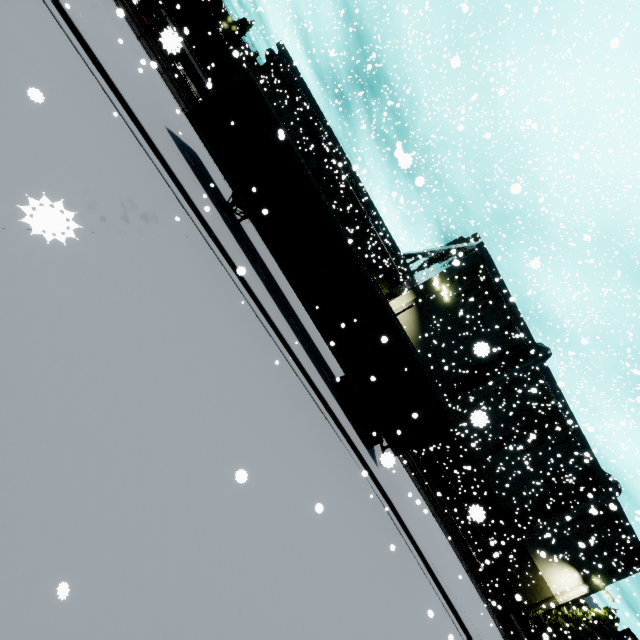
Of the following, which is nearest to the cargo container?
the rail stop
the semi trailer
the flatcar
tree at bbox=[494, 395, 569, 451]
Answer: the flatcar

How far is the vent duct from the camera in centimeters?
3067cm

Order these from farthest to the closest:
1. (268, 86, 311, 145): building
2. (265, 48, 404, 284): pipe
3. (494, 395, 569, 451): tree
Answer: (268, 86, 311, 145): building, (265, 48, 404, 284): pipe, (494, 395, 569, 451): tree

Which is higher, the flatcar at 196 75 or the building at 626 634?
the building at 626 634

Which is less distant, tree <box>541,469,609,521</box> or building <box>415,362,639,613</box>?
building <box>415,362,639,613</box>

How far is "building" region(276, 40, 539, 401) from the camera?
30.62m

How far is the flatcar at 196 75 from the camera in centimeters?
2183cm

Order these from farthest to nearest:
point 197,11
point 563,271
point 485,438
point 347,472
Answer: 1. point 563,271
2. point 485,438
3. point 197,11
4. point 347,472
